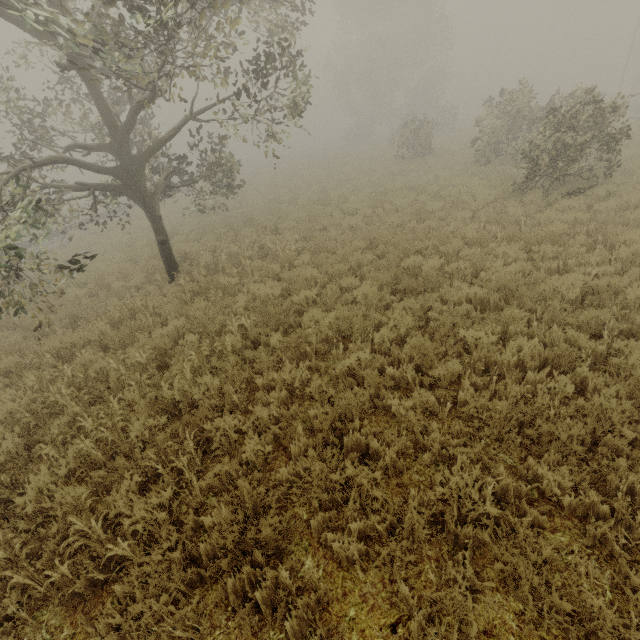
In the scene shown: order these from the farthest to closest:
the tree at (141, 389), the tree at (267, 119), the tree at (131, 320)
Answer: the tree at (131, 320) → the tree at (267, 119) → the tree at (141, 389)

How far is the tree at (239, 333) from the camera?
5.6 meters

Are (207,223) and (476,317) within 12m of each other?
no

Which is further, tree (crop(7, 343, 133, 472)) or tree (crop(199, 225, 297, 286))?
tree (crop(199, 225, 297, 286))

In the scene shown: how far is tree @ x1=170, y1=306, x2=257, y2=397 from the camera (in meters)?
5.55

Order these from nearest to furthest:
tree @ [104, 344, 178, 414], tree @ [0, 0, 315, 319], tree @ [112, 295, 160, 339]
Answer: tree @ [104, 344, 178, 414], tree @ [0, 0, 315, 319], tree @ [112, 295, 160, 339]
